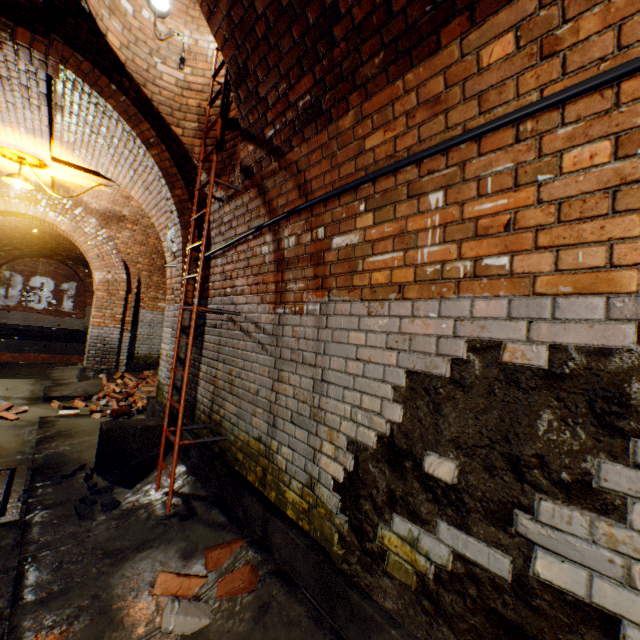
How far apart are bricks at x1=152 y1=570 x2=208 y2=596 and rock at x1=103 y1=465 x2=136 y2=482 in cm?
124

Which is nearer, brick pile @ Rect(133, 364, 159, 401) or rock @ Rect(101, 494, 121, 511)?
rock @ Rect(101, 494, 121, 511)

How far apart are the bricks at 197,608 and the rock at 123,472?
1.5m

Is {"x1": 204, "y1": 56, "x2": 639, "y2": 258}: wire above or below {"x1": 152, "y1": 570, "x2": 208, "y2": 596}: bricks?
above

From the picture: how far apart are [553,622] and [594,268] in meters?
1.3

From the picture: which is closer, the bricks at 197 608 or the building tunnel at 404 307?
the building tunnel at 404 307

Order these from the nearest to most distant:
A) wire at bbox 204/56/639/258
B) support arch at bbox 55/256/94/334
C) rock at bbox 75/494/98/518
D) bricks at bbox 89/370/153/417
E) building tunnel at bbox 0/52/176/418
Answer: wire at bbox 204/56/639/258
rock at bbox 75/494/98/518
building tunnel at bbox 0/52/176/418
bricks at bbox 89/370/153/417
support arch at bbox 55/256/94/334

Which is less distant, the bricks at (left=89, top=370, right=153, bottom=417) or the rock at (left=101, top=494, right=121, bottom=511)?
the rock at (left=101, top=494, right=121, bottom=511)
